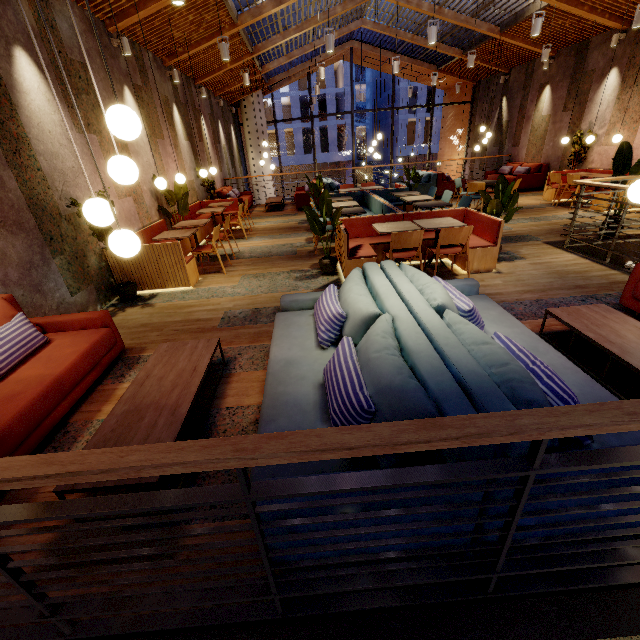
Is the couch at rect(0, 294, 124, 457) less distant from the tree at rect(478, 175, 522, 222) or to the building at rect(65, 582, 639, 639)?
the building at rect(65, 582, 639, 639)

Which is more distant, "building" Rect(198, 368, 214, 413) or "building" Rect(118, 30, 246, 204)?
"building" Rect(118, 30, 246, 204)

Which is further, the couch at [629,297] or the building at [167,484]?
the couch at [629,297]

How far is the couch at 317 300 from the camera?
1.57m

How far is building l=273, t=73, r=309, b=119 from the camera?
34.8 meters

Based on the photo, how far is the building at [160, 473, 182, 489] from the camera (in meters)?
2.17

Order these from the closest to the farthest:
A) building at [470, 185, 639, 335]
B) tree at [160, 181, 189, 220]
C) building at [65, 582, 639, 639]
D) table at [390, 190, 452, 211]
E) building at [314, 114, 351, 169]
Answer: building at [65, 582, 639, 639] → building at [470, 185, 639, 335] → table at [390, 190, 452, 211] → tree at [160, 181, 189, 220] → building at [314, 114, 351, 169]

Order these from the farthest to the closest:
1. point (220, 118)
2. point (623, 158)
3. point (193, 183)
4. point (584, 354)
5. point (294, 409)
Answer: point (220, 118) → point (193, 183) → point (623, 158) → point (584, 354) → point (294, 409)
